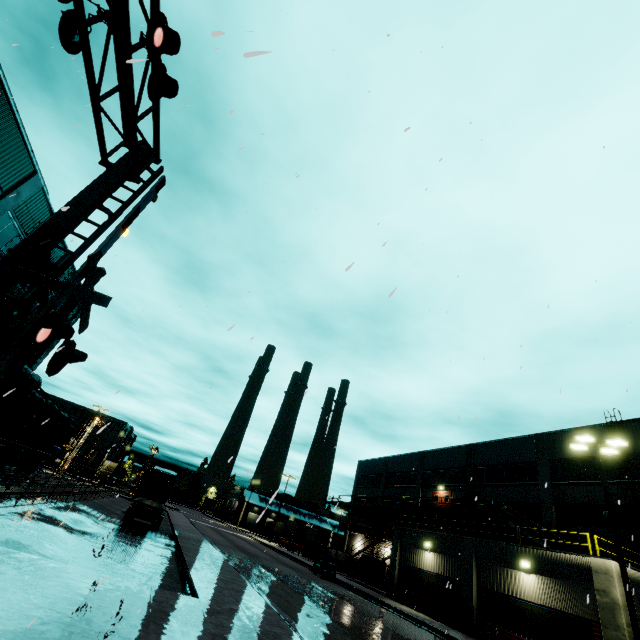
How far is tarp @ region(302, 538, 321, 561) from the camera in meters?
37.6 m

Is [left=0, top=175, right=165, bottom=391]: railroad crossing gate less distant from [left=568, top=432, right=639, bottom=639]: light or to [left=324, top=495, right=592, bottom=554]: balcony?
[left=568, top=432, right=639, bottom=639]: light

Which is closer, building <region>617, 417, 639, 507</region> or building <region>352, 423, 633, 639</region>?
building <region>352, 423, 633, 639</region>

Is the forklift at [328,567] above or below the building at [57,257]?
below

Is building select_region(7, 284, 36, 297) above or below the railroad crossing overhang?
above

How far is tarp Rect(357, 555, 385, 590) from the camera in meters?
27.2

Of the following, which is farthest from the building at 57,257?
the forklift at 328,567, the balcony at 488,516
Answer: the forklift at 328,567

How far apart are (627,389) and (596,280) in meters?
4.3 m
